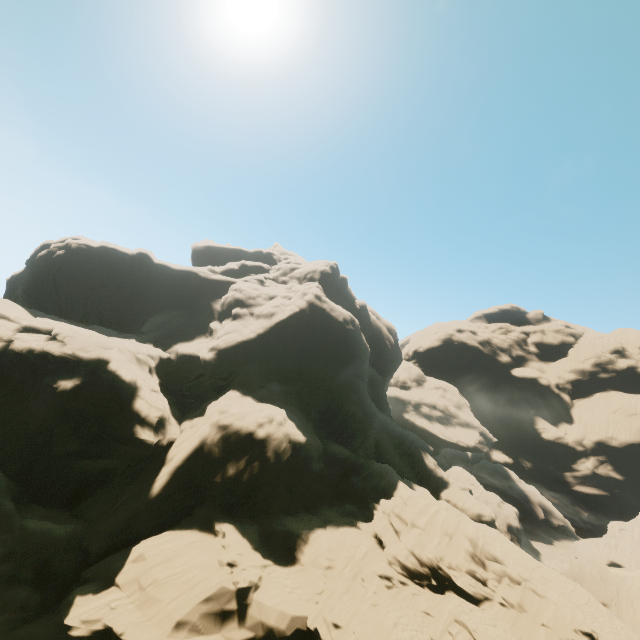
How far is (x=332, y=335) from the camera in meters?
43.1
